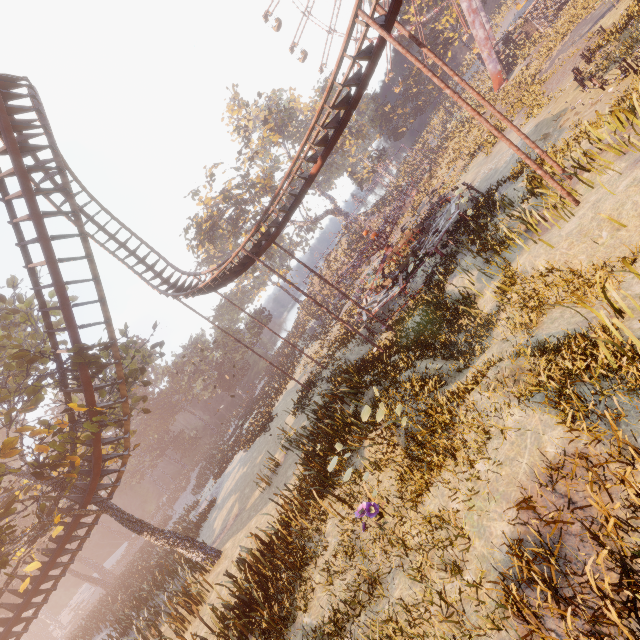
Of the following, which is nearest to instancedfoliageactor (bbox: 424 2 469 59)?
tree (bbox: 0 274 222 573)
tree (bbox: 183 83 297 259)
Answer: tree (bbox: 183 83 297 259)

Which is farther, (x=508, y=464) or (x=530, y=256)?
(x=530, y=256)

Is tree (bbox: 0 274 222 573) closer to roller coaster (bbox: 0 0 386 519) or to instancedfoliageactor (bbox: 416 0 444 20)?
roller coaster (bbox: 0 0 386 519)

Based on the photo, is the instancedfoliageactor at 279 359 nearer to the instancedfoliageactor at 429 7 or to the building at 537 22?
the instancedfoliageactor at 429 7

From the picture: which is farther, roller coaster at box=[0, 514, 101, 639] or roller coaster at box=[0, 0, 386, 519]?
roller coaster at box=[0, 514, 101, 639]

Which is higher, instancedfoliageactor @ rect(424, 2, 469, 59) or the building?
instancedfoliageactor @ rect(424, 2, 469, 59)

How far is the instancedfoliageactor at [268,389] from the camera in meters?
31.7 m

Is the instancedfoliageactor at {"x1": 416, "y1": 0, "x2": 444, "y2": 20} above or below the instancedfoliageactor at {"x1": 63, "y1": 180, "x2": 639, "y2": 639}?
above
